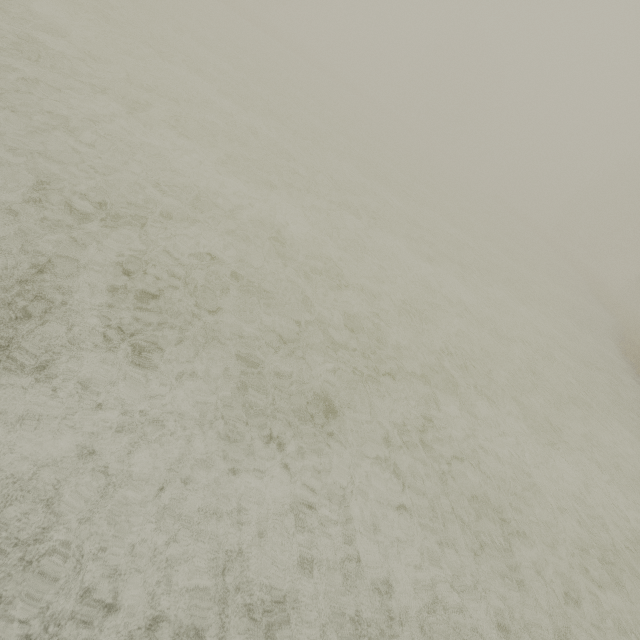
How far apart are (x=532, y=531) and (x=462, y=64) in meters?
78.7
